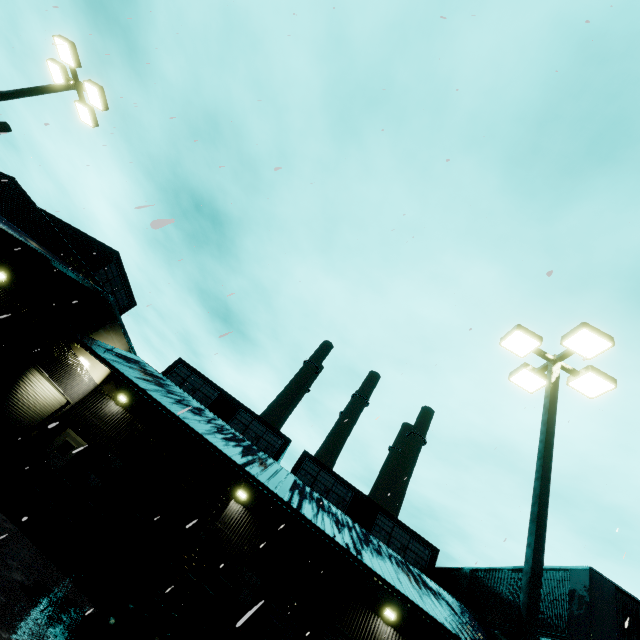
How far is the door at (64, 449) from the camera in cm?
1658

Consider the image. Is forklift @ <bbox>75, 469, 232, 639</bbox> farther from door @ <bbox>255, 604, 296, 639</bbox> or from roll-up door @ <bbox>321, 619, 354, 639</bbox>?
roll-up door @ <bbox>321, 619, 354, 639</bbox>

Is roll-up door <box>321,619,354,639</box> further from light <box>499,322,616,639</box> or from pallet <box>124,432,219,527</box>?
light <box>499,322,616,639</box>

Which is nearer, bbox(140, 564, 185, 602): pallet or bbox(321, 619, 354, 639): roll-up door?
bbox(140, 564, 185, 602): pallet

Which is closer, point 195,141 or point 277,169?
point 277,169

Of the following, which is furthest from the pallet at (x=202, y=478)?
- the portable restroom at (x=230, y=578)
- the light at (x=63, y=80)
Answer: → the light at (x=63, y=80)

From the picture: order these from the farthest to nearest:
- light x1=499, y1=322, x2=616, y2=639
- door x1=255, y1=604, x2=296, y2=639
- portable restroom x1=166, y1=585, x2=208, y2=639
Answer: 1. door x1=255, y1=604, x2=296, y2=639
2. portable restroom x1=166, y1=585, x2=208, y2=639
3. light x1=499, y1=322, x2=616, y2=639

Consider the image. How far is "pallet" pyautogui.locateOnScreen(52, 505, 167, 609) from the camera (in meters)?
10.48
